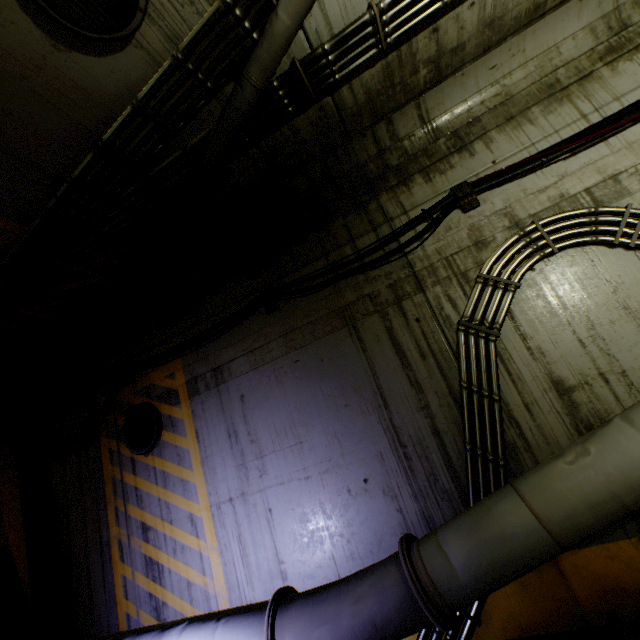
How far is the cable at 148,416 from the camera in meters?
5.2 m

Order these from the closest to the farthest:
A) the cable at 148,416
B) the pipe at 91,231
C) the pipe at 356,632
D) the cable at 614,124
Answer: the pipe at 356,632
the pipe at 91,231
the cable at 614,124
the cable at 148,416

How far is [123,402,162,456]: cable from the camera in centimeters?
516cm

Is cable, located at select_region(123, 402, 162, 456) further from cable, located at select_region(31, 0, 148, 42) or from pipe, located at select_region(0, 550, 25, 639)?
cable, located at select_region(31, 0, 148, 42)

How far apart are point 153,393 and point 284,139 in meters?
4.5

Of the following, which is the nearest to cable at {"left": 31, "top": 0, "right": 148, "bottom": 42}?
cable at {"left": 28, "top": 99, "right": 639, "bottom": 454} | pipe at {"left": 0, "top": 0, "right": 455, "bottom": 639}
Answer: pipe at {"left": 0, "top": 0, "right": 455, "bottom": 639}
